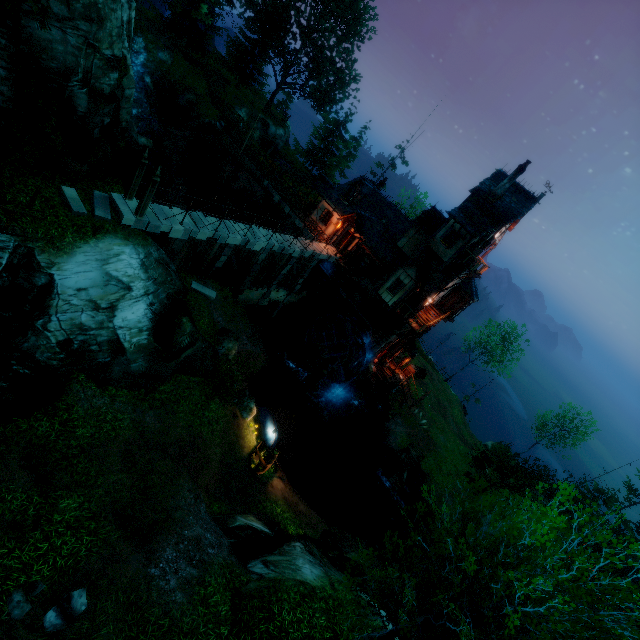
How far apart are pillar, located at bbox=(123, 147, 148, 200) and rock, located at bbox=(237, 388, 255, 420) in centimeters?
1200cm

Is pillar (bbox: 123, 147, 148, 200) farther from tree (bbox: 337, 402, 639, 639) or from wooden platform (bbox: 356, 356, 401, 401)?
wooden platform (bbox: 356, 356, 401, 401)

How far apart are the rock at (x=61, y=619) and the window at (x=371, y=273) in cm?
2600

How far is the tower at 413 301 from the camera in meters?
27.6

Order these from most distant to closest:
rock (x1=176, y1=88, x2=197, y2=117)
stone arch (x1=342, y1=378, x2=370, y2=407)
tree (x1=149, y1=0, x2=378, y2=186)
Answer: tree (x1=149, y1=0, x2=378, y2=186)
rock (x1=176, y1=88, x2=197, y2=117)
stone arch (x1=342, y1=378, x2=370, y2=407)

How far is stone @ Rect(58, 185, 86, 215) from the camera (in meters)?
13.46

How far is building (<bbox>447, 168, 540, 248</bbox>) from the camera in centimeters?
2366cm

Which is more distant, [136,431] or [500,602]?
[136,431]
